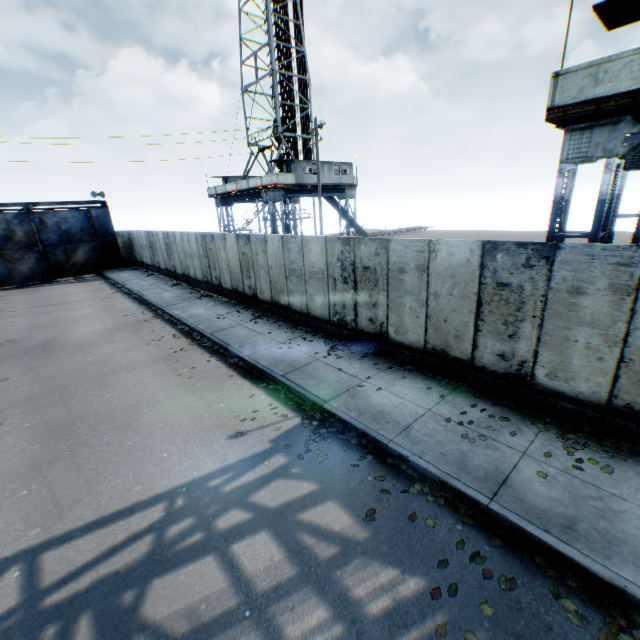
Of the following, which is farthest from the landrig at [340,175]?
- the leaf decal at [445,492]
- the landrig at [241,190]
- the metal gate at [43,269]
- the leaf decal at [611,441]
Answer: the leaf decal at [611,441]

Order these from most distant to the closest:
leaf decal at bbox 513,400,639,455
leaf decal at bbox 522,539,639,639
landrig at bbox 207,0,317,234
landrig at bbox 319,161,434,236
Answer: landrig at bbox 319,161,434,236
landrig at bbox 207,0,317,234
leaf decal at bbox 513,400,639,455
leaf decal at bbox 522,539,639,639

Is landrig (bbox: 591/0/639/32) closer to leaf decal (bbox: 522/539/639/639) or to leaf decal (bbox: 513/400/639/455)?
leaf decal (bbox: 513/400/639/455)

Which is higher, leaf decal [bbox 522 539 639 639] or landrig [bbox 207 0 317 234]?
landrig [bbox 207 0 317 234]

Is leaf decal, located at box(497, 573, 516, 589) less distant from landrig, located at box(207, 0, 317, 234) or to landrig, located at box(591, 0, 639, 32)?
landrig, located at box(591, 0, 639, 32)

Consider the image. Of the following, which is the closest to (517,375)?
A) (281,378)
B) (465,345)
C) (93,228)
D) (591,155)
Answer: (465,345)

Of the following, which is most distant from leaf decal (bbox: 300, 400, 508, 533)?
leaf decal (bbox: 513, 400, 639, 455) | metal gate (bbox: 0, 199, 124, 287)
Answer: metal gate (bbox: 0, 199, 124, 287)

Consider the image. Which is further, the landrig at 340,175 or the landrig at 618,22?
the landrig at 340,175
